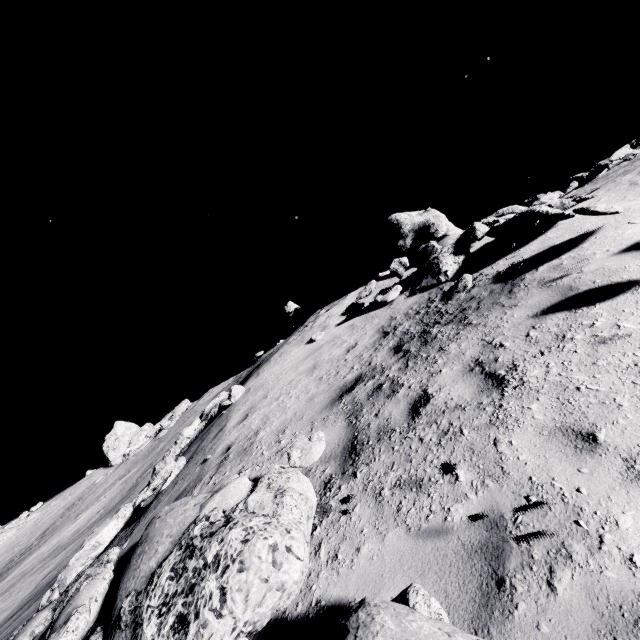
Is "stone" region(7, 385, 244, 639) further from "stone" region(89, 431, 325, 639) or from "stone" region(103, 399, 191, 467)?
"stone" region(103, 399, 191, 467)

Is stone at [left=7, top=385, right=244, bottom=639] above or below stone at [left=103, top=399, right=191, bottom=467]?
below

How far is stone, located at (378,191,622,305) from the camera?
7.5 meters

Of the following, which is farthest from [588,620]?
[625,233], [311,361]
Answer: [311,361]

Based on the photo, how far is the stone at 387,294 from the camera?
10.53m

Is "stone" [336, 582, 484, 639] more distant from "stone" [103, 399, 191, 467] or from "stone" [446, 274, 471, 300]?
"stone" [103, 399, 191, 467]

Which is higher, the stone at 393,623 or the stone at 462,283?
the stone at 462,283
